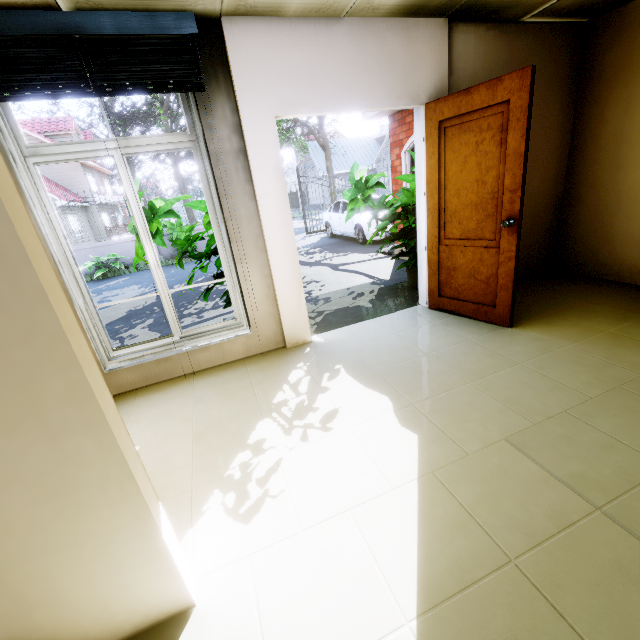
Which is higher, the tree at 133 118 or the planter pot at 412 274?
the tree at 133 118

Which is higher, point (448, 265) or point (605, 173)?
point (605, 173)

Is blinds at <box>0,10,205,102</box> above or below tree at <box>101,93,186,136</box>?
below

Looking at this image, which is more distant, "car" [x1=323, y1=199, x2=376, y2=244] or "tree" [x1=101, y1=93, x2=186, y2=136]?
"tree" [x1=101, y1=93, x2=186, y2=136]

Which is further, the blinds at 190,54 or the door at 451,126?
the door at 451,126

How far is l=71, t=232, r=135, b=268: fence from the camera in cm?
1196

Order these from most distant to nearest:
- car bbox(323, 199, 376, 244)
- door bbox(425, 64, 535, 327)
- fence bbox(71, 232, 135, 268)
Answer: fence bbox(71, 232, 135, 268), car bbox(323, 199, 376, 244), door bbox(425, 64, 535, 327)

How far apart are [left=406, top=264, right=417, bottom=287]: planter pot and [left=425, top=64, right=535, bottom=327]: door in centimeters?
74cm
